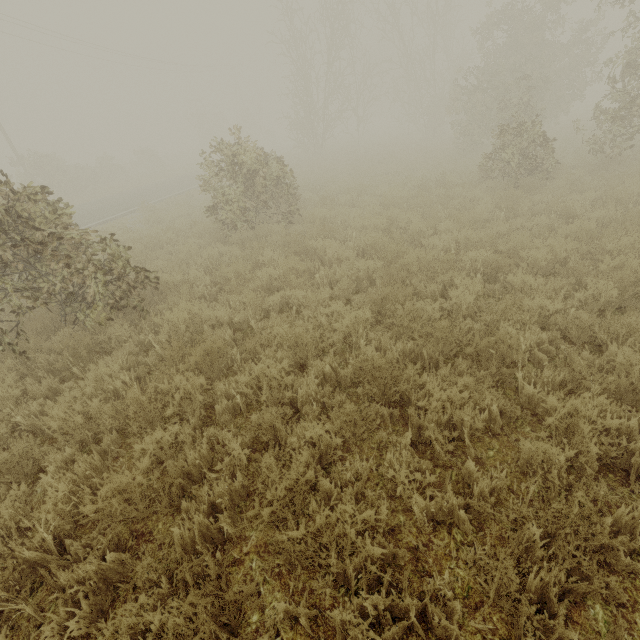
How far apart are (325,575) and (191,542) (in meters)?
1.12
